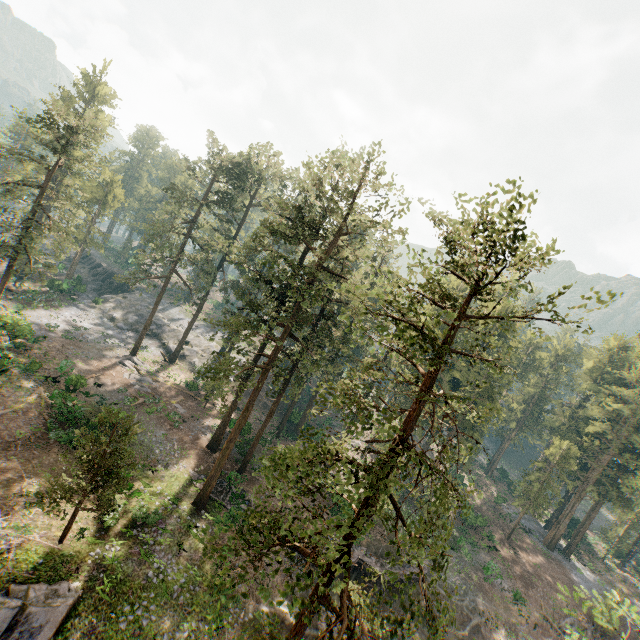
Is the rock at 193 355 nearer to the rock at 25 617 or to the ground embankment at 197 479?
the ground embankment at 197 479

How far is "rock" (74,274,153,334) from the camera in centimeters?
4991cm

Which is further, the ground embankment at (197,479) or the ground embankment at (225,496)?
the ground embankment at (197,479)

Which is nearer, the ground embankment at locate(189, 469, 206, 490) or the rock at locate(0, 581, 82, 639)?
the rock at locate(0, 581, 82, 639)

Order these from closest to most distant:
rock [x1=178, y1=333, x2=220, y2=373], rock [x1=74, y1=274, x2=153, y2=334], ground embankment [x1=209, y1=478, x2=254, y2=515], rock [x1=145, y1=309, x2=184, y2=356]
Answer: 1. ground embankment [x1=209, y1=478, x2=254, y2=515]
2. rock [x1=178, y1=333, x2=220, y2=373]
3. rock [x1=145, y1=309, x2=184, y2=356]
4. rock [x1=74, y1=274, x2=153, y2=334]

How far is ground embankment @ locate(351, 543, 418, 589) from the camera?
28.7m

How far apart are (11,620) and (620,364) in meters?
71.9

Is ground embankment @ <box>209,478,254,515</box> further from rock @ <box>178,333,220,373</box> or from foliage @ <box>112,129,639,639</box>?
rock @ <box>178,333,220,373</box>
